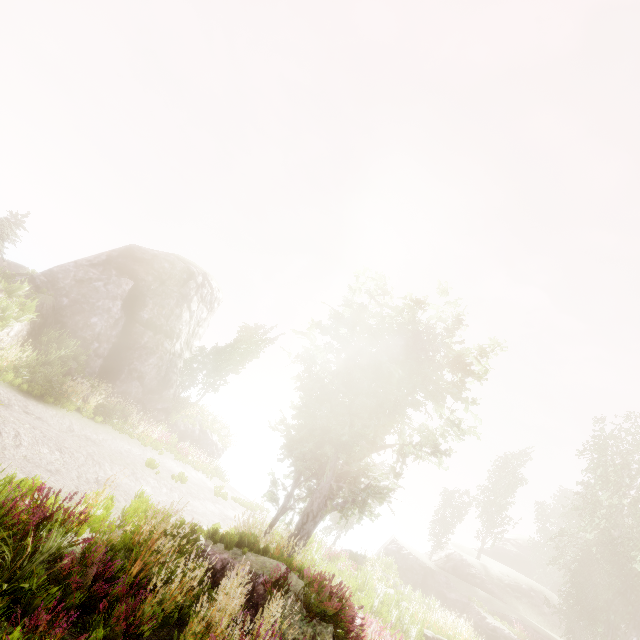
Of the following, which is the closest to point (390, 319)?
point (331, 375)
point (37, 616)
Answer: point (331, 375)

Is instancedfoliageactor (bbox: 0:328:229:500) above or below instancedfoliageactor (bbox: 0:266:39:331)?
below

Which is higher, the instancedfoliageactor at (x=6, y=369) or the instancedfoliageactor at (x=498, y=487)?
the instancedfoliageactor at (x=498, y=487)

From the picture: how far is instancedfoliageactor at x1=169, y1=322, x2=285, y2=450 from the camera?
25.8m

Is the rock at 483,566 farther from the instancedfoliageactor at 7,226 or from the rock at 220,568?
the rock at 220,568

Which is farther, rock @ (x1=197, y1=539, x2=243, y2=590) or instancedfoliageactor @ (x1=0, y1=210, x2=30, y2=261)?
instancedfoliageactor @ (x1=0, y1=210, x2=30, y2=261)

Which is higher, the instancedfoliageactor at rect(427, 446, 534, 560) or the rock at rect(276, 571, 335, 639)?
the instancedfoliageactor at rect(427, 446, 534, 560)

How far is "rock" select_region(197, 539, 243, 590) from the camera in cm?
717
